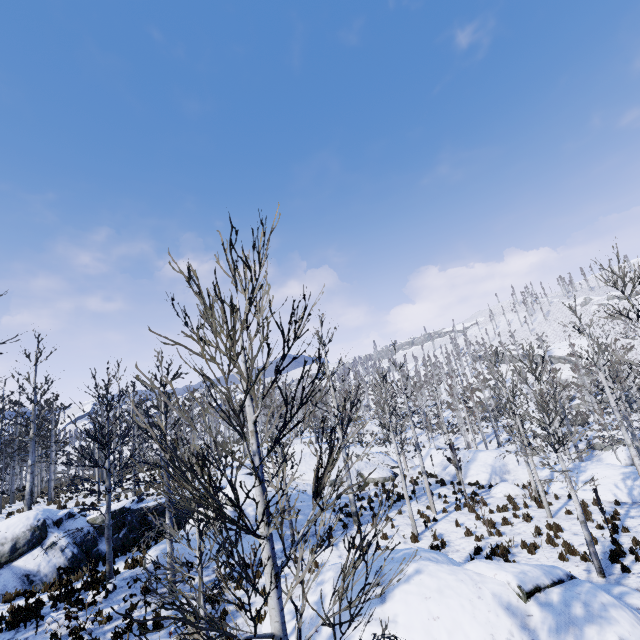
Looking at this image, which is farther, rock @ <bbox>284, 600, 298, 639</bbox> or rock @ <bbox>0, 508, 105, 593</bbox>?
rock @ <bbox>0, 508, 105, 593</bbox>

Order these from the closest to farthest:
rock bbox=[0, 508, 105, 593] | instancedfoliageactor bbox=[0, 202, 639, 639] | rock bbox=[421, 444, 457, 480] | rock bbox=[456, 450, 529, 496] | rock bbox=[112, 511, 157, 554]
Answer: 1. instancedfoliageactor bbox=[0, 202, 639, 639]
2. rock bbox=[0, 508, 105, 593]
3. rock bbox=[112, 511, 157, 554]
4. rock bbox=[456, 450, 529, 496]
5. rock bbox=[421, 444, 457, 480]

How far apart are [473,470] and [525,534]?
10.08m

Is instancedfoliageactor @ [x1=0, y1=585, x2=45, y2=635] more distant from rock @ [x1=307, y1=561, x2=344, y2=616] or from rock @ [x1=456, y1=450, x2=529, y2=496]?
rock @ [x1=307, y1=561, x2=344, y2=616]

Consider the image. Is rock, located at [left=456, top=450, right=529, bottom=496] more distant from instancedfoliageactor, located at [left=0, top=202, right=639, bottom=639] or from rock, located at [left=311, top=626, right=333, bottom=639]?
rock, located at [left=311, top=626, right=333, bottom=639]

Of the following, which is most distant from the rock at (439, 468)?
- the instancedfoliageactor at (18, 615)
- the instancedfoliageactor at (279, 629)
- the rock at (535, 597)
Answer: the rock at (535, 597)

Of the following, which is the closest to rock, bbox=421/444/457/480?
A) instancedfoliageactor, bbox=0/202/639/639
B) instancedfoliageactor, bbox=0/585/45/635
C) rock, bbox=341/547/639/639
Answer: instancedfoliageactor, bbox=0/202/639/639

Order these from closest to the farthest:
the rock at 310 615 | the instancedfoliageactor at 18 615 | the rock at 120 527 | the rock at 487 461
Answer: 1. the rock at 310 615
2. the instancedfoliageactor at 18 615
3. the rock at 120 527
4. the rock at 487 461
